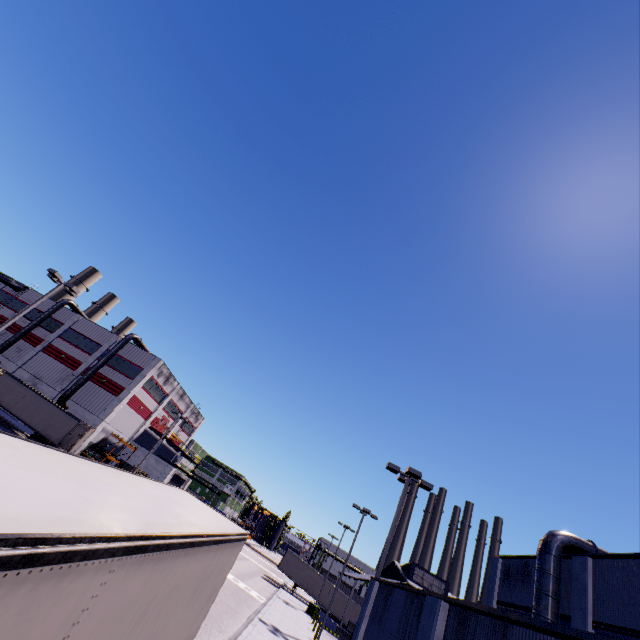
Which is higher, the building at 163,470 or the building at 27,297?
the building at 27,297

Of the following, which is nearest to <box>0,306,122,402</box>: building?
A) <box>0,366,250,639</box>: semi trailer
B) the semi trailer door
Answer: <box>0,366,250,639</box>: semi trailer

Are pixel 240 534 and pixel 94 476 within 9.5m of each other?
yes

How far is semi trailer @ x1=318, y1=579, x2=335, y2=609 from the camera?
43.8 meters

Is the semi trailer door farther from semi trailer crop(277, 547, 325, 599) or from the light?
A: the light

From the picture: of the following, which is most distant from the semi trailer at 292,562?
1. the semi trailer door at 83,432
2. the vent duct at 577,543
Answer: the vent duct at 577,543

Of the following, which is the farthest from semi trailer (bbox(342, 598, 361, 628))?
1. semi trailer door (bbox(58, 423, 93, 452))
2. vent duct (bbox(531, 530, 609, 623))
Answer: vent duct (bbox(531, 530, 609, 623))

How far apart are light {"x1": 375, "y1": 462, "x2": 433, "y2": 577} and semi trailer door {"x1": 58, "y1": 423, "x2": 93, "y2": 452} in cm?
3067
